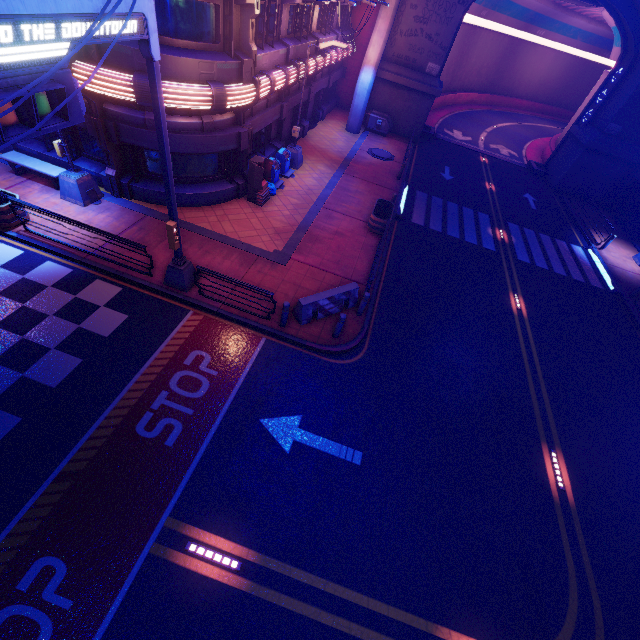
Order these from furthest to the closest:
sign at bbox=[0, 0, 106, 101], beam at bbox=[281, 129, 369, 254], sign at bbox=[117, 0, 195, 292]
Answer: beam at bbox=[281, 129, 369, 254] → sign at bbox=[117, 0, 195, 292] → sign at bbox=[0, 0, 106, 101]

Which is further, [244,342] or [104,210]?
[104,210]

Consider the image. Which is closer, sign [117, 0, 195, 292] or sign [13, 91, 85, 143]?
sign [13, 91, 85, 143]

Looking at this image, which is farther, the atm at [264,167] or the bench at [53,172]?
the atm at [264,167]

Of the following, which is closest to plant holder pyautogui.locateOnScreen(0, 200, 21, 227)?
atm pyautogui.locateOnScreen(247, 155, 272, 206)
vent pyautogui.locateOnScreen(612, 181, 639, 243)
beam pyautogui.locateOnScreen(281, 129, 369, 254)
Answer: atm pyautogui.locateOnScreen(247, 155, 272, 206)

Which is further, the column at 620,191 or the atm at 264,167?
the column at 620,191

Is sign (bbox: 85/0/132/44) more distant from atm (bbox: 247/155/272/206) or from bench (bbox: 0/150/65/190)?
bench (bbox: 0/150/65/190)

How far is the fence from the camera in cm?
1072
